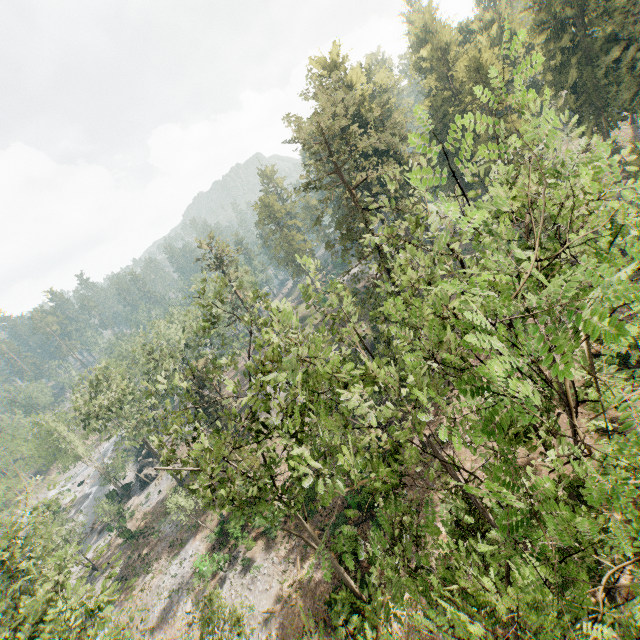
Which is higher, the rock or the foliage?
the foliage

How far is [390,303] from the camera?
9.87m

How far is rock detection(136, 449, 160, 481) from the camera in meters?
51.7

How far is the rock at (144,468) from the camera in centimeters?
5166cm

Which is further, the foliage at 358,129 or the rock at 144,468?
the rock at 144,468

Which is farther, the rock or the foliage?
the rock
